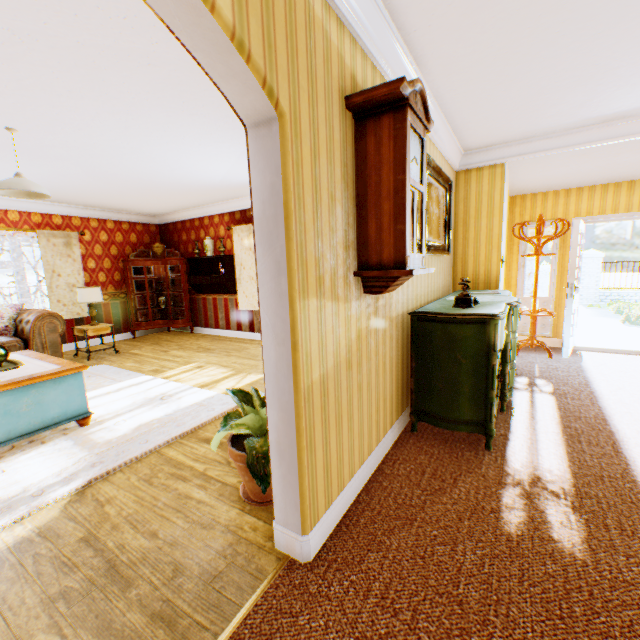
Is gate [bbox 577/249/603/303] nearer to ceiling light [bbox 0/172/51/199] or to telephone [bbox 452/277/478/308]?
telephone [bbox 452/277/478/308]

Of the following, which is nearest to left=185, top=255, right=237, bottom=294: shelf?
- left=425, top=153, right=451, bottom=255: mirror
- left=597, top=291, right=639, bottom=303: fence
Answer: left=425, top=153, right=451, bottom=255: mirror

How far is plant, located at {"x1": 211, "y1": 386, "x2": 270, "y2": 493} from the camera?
2.02m

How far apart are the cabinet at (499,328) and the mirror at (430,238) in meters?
0.5

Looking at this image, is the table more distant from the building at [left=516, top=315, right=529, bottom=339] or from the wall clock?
the wall clock

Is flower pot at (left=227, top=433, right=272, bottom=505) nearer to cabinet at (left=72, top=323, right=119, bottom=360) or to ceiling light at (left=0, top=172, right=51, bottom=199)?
ceiling light at (left=0, top=172, right=51, bottom=199)

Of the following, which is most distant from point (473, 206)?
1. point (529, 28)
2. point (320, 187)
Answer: point (320, 187)

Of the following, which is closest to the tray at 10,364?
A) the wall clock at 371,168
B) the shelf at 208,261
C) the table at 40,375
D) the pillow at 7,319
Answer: the table at 40,375
